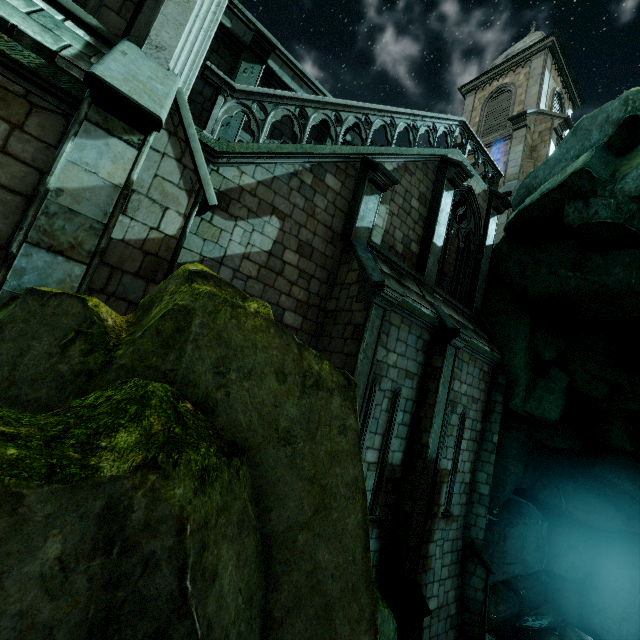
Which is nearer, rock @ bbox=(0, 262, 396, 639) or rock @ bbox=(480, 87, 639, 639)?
rock @ bbox=(0, 262, 396, 639)

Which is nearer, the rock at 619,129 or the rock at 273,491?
the rock at 273,491

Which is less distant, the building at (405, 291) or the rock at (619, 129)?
the building at (405, 291)

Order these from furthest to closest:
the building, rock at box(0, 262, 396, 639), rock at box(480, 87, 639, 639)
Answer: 1. rock at box(480, 87, 639, 639)
2. the building
3. rock at box(0, 262, 396, 639)

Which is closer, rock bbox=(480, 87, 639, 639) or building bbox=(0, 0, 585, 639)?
building bbox=(0, 0, 585, 639)

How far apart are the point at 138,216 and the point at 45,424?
4.1 meters
